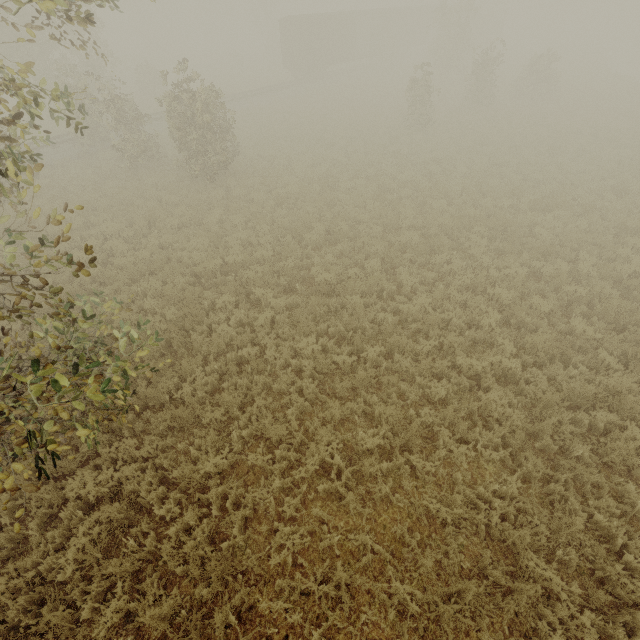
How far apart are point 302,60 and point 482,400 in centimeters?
3641cm

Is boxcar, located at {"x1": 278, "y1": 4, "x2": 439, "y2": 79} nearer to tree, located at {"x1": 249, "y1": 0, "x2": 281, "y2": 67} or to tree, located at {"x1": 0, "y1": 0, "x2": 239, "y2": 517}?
tree, located at {"x1": 0, "y1": 0, "x2": 239, "y2": 517}

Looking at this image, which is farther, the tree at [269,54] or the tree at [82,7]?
the tree at [269,54]

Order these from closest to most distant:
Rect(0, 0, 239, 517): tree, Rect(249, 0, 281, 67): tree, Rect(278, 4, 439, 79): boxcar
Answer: Rect(0, 0, 239, 517): tree → Rect(278, 4, 439, 79): boxcar → Rect(249, 0, 281, 67): tree

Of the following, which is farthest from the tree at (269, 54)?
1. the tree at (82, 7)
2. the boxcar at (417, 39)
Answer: the boxcar at (417, 39)
